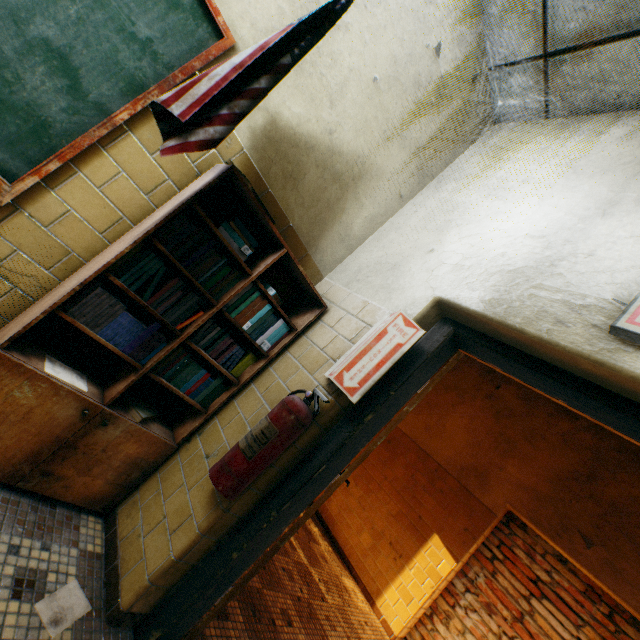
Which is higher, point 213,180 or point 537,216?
point 537,216

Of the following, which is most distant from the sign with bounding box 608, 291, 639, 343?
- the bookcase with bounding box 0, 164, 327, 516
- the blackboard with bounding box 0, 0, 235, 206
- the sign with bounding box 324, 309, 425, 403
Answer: the blackboard with bounding box 0, 0, 235, 206

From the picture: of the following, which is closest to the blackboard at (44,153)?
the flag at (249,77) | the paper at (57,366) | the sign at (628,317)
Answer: the flag at (249,77)

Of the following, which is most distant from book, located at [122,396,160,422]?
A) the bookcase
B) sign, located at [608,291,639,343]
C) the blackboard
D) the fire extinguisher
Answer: sign, located at [608,291,639,343]

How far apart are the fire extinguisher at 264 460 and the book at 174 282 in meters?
0.5

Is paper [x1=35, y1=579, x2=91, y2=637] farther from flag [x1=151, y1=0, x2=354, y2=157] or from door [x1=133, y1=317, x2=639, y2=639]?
flag [x1=151, y1=0, x2=354, y2=157]

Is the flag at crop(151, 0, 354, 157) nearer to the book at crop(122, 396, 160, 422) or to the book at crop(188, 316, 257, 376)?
the book at crop(188, 316, 257, 376)

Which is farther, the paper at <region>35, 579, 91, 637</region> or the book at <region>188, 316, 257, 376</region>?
the book at <region>188, 316, 257, 376</region>
